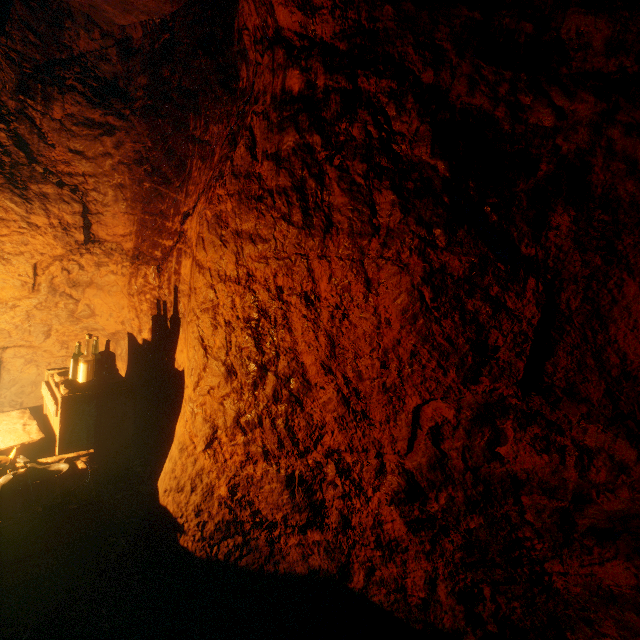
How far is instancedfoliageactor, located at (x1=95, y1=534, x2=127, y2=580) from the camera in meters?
2.3 m

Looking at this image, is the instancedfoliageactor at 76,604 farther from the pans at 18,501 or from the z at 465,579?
the pans at 18,501

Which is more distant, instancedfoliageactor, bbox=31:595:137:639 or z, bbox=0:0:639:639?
instancedfoliageactor, bbox=31:595:137:639

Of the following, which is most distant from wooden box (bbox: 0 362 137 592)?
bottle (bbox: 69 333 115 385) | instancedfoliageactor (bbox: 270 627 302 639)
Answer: instancedfoliageactor (bbox: 270 627 302 639)

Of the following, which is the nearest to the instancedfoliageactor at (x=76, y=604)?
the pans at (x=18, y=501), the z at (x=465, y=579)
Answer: the z at (x=465, y=579)

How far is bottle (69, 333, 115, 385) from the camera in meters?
2.9

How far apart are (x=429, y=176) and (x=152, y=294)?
3.1m

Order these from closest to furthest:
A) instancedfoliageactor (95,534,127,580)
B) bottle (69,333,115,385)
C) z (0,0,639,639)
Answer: z (0,0,639,639) < instancedfoliageactor (95,534,127,580) < bottle (69,333,115,385)
